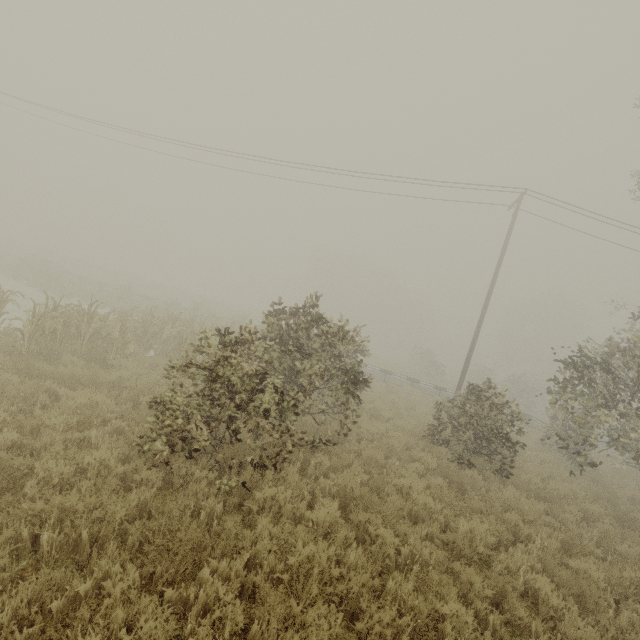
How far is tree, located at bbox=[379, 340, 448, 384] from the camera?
34.53m

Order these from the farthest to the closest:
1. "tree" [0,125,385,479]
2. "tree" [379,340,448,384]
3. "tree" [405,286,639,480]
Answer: "tree" [379,340,448,384], "tree" [405,286,639,480], "tree" [0,125,385,479]

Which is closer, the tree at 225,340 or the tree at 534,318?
the tree at 225,340

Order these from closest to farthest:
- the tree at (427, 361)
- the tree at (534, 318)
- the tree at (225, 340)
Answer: the tree at (225, 340) → the tree at (534, 318) → the tree at (427, 361)

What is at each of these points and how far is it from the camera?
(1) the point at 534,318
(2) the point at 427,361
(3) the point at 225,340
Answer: (1) tree, 50.9 meters
(2) tree, 39.3 meters
(3) tree, 6.1 meters

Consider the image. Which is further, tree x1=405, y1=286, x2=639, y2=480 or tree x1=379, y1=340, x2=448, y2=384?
tree x1=379, y1=340, x2=448, y2=384
